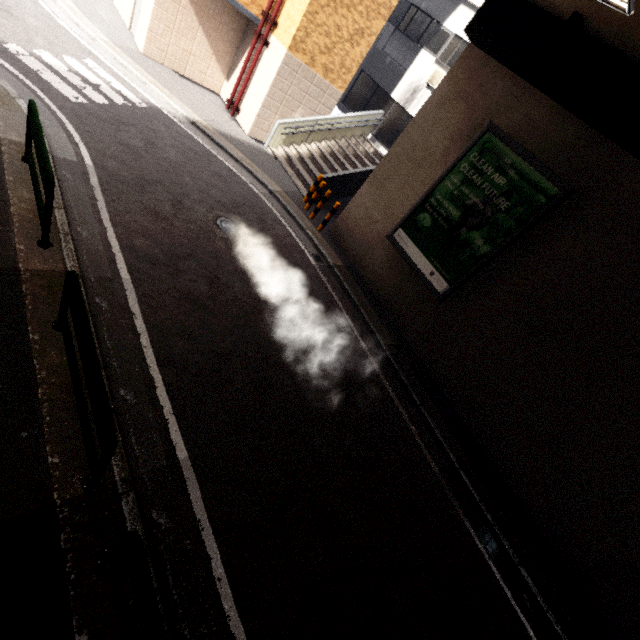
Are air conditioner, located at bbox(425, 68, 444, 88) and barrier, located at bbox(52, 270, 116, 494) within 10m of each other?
no

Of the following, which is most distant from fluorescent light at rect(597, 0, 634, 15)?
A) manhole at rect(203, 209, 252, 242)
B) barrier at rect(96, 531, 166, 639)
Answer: barrier at rect(96, 531, 166, 639)

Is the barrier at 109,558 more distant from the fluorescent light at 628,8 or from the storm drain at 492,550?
the fluorescent light at 628,8

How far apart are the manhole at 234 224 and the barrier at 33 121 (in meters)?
2.95

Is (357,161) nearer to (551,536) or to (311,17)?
(311,17)

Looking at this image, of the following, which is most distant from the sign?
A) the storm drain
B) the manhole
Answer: the storm drain

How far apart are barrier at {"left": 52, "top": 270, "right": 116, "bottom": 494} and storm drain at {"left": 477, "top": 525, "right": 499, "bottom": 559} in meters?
6.4 m

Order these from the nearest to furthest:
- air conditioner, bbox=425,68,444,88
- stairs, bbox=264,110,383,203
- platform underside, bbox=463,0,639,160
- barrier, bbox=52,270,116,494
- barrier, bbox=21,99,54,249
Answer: barrier, bbox=52,270,116,494, barrier, bbox=21,99,54,249, platform underside, bbox=463,0,639,160, stairs, bbox=264,110,383,203, air conditioner, bbox=425,68,444,88
